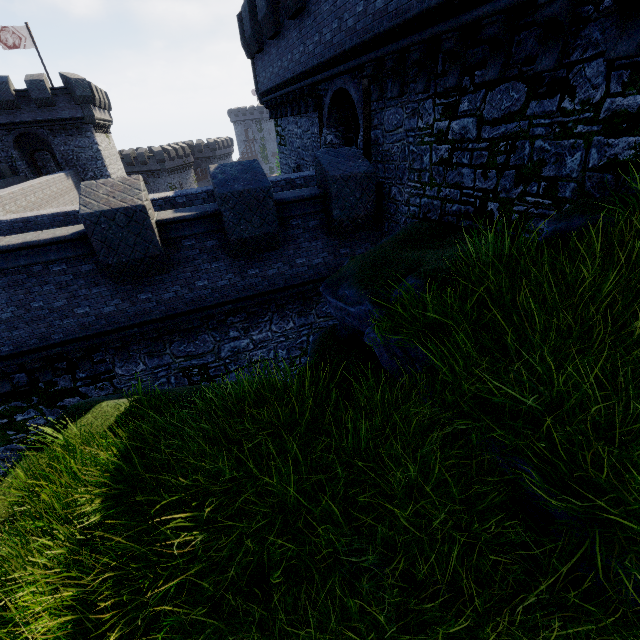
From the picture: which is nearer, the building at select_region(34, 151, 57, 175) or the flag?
the flag

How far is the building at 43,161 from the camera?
34.06m

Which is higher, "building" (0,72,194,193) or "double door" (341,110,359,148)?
"double door" (341,110,359,148)

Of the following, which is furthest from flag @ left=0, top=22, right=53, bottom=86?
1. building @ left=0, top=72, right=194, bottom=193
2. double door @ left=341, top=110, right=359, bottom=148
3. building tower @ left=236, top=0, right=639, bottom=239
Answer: double door @ left=341, top=110, right=359, bottom=148

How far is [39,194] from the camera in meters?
20.9

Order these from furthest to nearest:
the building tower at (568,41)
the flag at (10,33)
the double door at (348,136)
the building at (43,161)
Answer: the building at (43,161)
the flag at (10,33)
the double door at (348,136)
the building tower at (568,41)

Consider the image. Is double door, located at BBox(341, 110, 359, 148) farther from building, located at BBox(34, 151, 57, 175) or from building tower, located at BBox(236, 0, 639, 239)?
building, located at BBox(34, 151, 57, 175)

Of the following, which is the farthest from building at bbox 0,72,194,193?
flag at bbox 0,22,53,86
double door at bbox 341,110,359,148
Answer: double door at bbox 341,110,359,148
